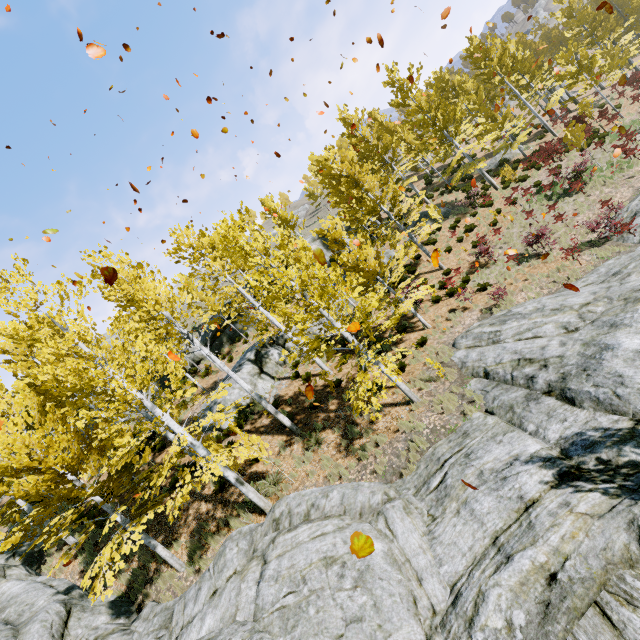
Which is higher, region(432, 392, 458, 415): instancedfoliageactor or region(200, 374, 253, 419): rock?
region(200, 374, 253, 419): rock

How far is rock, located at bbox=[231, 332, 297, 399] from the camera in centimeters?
1741cm

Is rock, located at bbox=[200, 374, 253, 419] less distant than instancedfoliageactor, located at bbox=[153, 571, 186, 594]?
No

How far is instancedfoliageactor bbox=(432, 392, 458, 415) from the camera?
9.2 meters

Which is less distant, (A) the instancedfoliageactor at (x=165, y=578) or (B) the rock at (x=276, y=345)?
(A) the instancedfoliageactor at (x=165, y=578)

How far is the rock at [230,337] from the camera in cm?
2717

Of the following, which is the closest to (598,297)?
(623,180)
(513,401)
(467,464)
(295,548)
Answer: (513,401)
